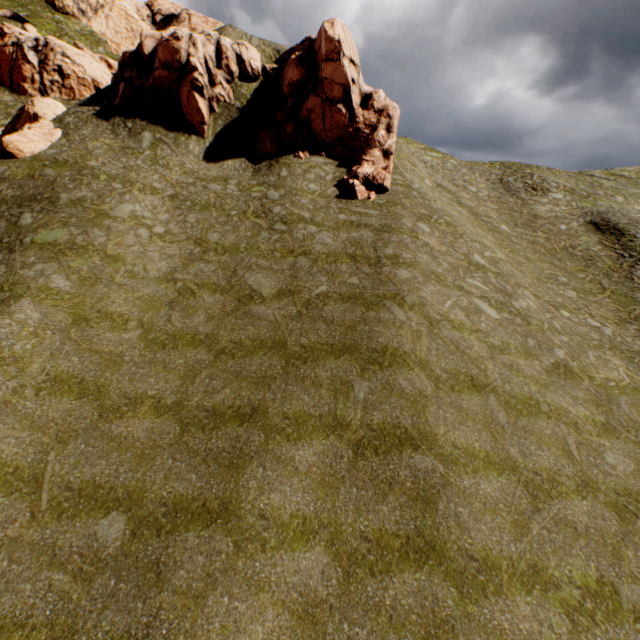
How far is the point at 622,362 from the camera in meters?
17.2
